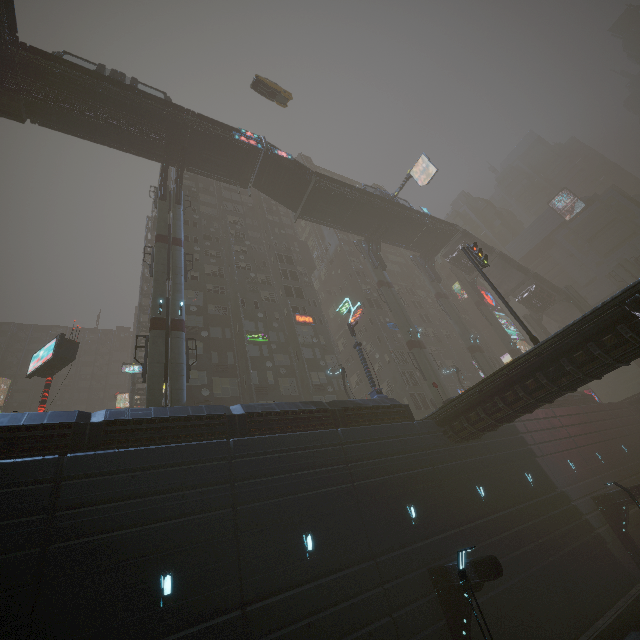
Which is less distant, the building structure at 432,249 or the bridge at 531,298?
the building structure at 432,249

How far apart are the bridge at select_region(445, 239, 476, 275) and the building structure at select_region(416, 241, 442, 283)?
3.6m

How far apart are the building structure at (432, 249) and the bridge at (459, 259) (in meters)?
3.56

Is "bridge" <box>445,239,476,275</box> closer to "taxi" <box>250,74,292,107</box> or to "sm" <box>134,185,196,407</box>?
"taxi" <box>250,74,292,107</box>

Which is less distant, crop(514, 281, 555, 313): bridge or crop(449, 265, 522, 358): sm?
crop(449, 265, 522, 358): sm

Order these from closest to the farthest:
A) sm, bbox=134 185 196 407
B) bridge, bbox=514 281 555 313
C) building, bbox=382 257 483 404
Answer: sm, bbox=134 185 196 407, building, bbox=382 257 483 404, bridge, bbox=514 281 555 313

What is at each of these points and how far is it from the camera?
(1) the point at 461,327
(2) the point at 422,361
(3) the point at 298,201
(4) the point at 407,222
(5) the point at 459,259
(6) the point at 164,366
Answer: (1) sm, 41.4 meters
(2) sm, 32.7 meters
(3) stairs, 36.3 meters
(4) bridge, 42.5 meters
(5) bridge, 47.9 meters
(6) sm, 20.5 meters

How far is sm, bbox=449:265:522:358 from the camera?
44.72m
